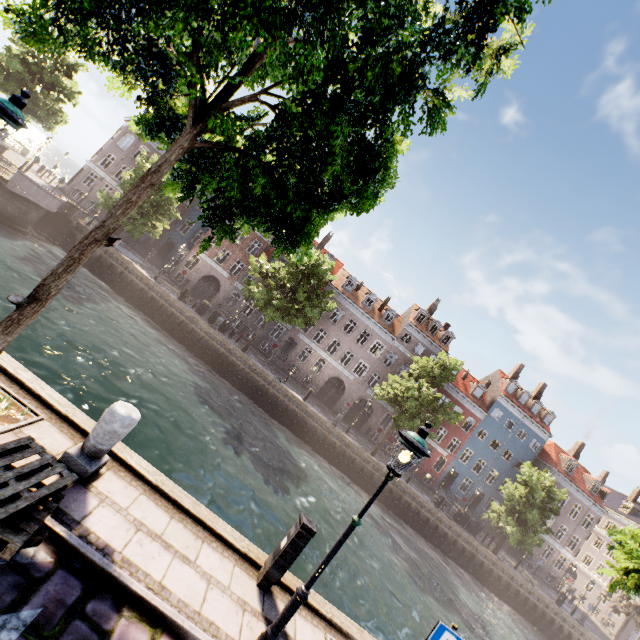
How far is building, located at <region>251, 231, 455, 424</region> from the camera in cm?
3591

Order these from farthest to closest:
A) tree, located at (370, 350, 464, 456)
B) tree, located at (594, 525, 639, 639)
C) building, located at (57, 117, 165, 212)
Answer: building, located at (57, 117, 165, 212) < tree, located at (370, 350, 464, 456) < tree, located at (594, 525, 639, 639)

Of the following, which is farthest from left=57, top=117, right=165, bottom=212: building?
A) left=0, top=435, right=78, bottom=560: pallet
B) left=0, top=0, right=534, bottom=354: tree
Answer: left=0, top=435, right=78, bottom=560: pallet

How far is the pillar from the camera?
4.76m

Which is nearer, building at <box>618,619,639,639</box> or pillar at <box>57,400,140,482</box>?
pillar at <box>57,400,140,482</box>

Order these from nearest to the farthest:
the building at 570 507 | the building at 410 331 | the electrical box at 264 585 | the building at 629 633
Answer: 1. the electrical box at 264 585
2. the building at 410 331
3. the building at 570 507
4. the building at 629 633

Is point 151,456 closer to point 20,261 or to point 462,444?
point 20,261

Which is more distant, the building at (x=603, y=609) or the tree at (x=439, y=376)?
the building at (x=603, y=609)
